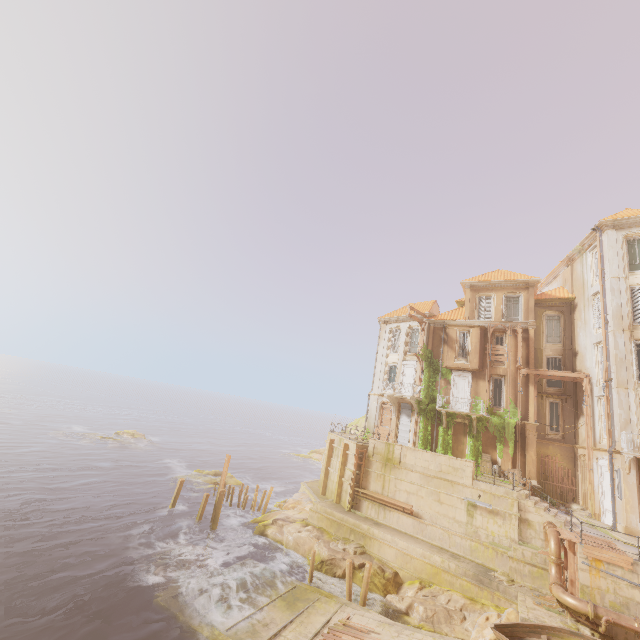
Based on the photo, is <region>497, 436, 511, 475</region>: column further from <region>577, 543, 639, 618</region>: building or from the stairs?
<region>577, 543, 639, 618</region>: building

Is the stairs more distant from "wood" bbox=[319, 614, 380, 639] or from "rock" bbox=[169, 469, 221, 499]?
"rock" bbox=[169, 469, 221, 499]

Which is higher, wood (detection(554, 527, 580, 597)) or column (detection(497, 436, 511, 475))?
column (detection(497, 436, 511, 475))

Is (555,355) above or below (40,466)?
above

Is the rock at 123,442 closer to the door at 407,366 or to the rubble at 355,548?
the rubble at 355,548

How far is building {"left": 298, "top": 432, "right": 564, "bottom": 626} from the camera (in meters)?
17.55

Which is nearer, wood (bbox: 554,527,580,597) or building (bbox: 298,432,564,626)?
wood (bbox: 554,527,580,597)

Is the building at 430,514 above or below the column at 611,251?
below
